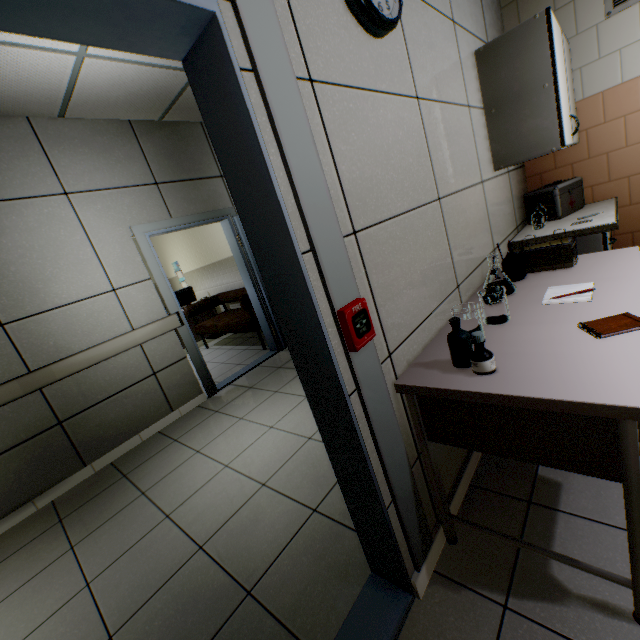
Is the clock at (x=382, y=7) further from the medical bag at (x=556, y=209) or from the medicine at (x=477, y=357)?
the medical bag at (x=556, y=209)

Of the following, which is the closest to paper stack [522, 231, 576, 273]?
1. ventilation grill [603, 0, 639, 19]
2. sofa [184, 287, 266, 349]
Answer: ventilation grill [603, 0, 639, 19]

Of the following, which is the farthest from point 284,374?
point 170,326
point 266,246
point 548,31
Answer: point 548,31

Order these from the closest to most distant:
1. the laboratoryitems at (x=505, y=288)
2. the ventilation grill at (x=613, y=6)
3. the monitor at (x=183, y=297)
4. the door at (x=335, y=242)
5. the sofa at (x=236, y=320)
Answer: the door at (x=335, y=242), the laboratoryitems at (x=505, y=288), the ventilation grill at (x=613, y=6), the sofa at (x=236, y=320), the monitor at (x=183, y=297)

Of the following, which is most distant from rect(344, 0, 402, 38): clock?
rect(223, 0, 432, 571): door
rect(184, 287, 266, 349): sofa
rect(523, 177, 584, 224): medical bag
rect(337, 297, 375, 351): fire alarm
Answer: rect(184, 287, 266, 349): sofa

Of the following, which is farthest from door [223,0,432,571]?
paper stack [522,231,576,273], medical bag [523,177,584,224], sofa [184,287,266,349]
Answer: sofa [184,287,266,349]

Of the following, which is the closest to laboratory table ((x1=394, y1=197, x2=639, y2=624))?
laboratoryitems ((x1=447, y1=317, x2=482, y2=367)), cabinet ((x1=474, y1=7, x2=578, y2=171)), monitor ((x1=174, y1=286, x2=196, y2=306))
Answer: laboratoryitems ((x1=447, y1=317, x2=482, y2=367))

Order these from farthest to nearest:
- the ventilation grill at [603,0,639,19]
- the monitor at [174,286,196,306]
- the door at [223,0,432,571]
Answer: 1. the monitor at [174,286,196,306]
2. the ventilation grill at [603,0,639,19]
3. the door at [223,0,432,571]
